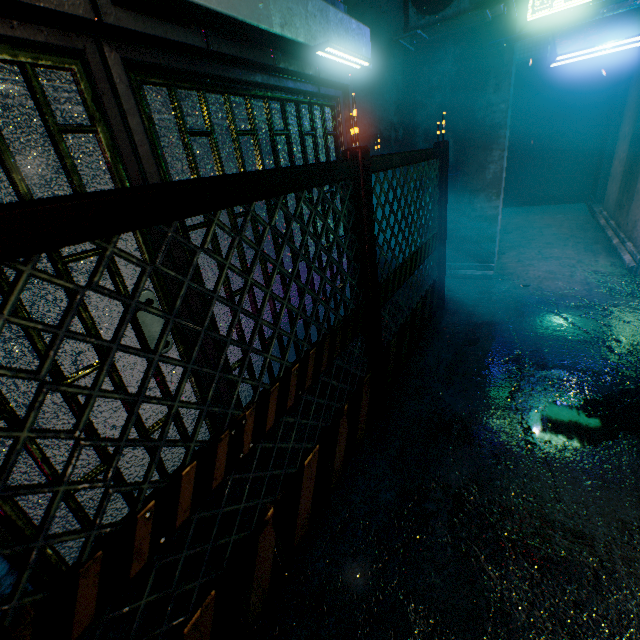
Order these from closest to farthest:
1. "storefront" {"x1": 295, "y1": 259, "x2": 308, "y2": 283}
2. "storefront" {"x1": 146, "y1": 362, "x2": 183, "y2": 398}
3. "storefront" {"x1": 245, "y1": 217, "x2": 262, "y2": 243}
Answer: "storefront" {"x1": 146, "y1": 362, "x2": 183, "y2": 398} < "storefront" {"x1": 245, "y1": 217, "x2": 262, "y2": 243} < "storefront" {"x1": 295, "y1": 259, "x2": 308, "y2": 283}

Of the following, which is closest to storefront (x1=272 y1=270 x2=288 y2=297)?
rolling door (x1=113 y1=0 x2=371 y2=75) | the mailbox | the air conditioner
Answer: rolling door (x1=113 y1=0 x2=371 y2=75)

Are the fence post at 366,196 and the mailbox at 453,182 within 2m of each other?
no

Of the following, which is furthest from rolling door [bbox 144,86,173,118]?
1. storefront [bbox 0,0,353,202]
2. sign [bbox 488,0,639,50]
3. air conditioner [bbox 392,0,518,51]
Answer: sign [bbox 488,0,639,50]

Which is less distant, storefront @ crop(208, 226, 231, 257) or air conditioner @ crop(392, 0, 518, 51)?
storefront @ crop(208, 226, 231, 257)

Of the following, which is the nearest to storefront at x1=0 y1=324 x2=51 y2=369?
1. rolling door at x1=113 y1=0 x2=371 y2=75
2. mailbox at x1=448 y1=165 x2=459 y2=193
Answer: rolling door at x1=113 y1=0 x2=371 y2=75

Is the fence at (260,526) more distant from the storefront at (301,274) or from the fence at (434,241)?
the storefront at (301,274)

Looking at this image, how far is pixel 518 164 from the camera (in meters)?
8.73
